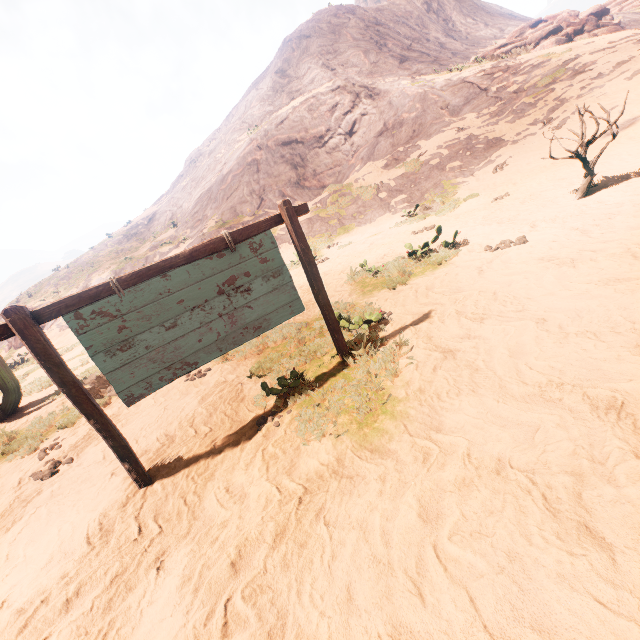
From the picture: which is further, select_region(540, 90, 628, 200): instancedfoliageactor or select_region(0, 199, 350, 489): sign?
select_region(540, 90, 628, 200): instancedfoliageactor

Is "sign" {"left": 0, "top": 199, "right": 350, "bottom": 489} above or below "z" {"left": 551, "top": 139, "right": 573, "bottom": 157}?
above

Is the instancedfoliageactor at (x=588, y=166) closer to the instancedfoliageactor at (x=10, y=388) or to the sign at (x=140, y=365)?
the sign at (x=140, y=365)

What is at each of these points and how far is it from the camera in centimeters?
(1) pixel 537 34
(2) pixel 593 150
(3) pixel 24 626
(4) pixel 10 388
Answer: (1) rock, 2559cm
(2) z, 1064cm
(3) z, 241cm
(4) instancedfoliageactor, 848cm

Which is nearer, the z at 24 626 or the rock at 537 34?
the z at 24 626

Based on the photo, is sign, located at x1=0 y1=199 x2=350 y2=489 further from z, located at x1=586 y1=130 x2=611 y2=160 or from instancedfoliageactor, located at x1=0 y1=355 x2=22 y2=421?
instancedfoliageactor, located at x1=0 y1=355 x2=22 y2=421

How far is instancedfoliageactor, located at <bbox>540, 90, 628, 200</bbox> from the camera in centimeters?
682cm

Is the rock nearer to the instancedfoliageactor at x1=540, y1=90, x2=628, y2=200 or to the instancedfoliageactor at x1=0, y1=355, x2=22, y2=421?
the instancedfoliageactor at x1=540, y1=90, x2=628, y2=200
